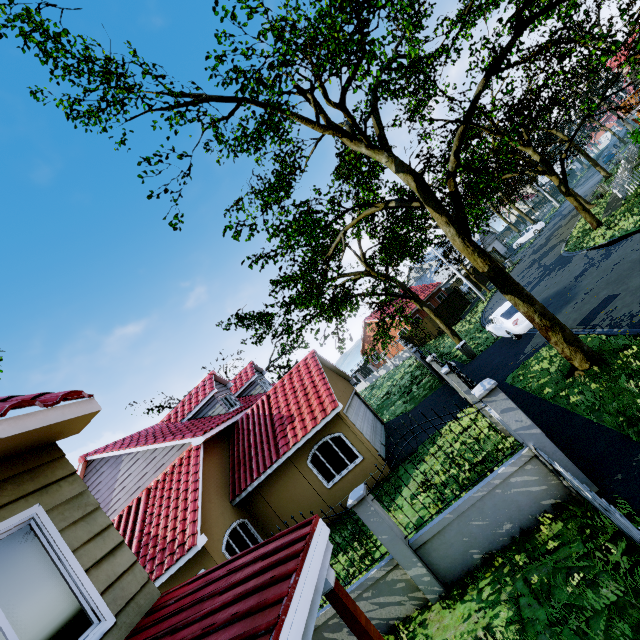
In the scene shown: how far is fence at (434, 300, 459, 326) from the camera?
32.5 meters

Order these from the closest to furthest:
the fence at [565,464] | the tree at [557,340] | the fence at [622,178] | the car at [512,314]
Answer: the fence at [565,464] < the tree at [557,340] < the car at [512,314] < the fence at [622,178]

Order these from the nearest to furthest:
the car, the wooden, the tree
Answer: the wooden
the tree
the car

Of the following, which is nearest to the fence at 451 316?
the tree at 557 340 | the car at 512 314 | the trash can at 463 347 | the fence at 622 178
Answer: the tree at 557 340

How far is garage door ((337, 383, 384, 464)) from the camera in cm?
1316

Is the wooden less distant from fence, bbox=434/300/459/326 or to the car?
the car

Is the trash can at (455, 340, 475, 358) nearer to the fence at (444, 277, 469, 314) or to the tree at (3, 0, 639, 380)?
the fence at (444, 277, 469, 314)

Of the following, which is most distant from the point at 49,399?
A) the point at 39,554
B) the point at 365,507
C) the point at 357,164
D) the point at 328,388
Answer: the point at 357,164
